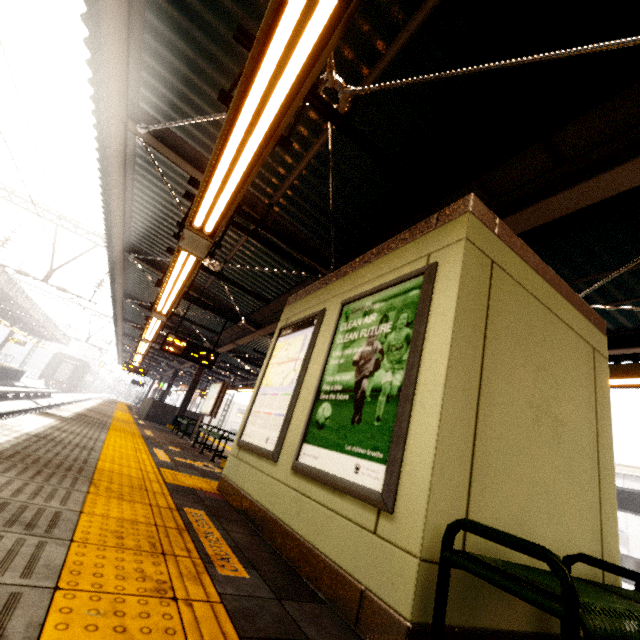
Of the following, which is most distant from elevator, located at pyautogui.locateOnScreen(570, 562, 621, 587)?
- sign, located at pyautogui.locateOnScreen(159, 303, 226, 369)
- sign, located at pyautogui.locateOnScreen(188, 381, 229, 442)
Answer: sign, located at pyautogui.locateOnScreen(188, 381, 229, 442)

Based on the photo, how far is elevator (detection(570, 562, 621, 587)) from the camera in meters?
2.3 m

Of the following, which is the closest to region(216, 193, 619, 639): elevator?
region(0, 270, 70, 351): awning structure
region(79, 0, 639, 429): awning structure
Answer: region(79, 0, 639, 429): awning structure

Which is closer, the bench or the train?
the bench

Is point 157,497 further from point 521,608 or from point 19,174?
point 19,174

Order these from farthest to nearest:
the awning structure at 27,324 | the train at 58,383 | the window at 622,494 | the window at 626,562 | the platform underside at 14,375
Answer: the train at 58,383 → the platform underside at 14,375 → the awning structure at 27,324 → the window at 622,494 → the window at 626,562

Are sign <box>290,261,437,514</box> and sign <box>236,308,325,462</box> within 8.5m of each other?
yes

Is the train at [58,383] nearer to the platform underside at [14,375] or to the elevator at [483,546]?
the platform underside at [14,375]
